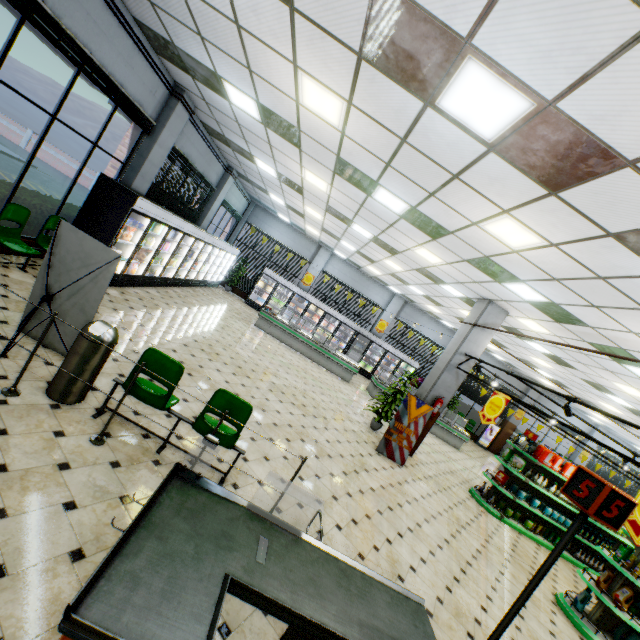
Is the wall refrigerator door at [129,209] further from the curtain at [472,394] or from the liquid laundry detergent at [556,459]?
the curtain at [472,394]

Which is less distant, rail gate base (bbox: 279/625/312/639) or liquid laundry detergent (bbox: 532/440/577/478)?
rail gate base (bbox: 279/625/312/639)

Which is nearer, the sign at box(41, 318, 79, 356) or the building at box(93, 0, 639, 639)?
the building at box(93, 0, 639, 639)

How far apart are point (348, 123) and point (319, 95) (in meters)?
0.56

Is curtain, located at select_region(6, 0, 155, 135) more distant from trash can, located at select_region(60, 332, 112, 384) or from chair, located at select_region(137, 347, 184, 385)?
chair, located at select_region(137, 347, 184, 385)

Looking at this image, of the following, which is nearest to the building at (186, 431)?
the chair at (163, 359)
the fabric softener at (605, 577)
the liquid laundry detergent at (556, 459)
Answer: the chair at (163, 359)

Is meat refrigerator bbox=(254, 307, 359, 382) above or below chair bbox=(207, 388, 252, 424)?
below

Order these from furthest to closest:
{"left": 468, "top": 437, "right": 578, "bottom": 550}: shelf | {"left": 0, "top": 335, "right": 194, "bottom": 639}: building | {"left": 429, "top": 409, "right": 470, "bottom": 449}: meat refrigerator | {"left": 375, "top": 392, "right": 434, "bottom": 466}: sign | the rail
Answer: {"left": 429, "top": 409, "right": 470, "bottom": 449}: meat refrigerator → {"left": 468, "top": 437, "right": 578, "bottom": 550}: shelf → {"left": 375, "top": 392, "right": 434, "bottom": 466}: sign → the rail → {"left": 0, "top": 335, "right": 194, "bottom": 639}: building
